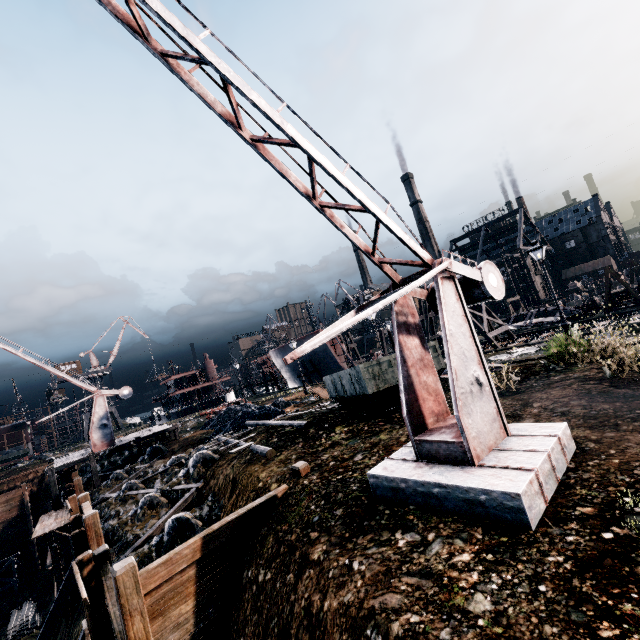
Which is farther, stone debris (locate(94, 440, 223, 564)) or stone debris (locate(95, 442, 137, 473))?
stone debris (locate(95, 442, 137, 473))

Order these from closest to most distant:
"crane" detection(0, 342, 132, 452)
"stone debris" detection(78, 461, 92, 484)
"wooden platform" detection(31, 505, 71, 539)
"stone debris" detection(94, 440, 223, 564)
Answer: "stone debris" detection(94, 440, 223, 564) → "wooden platform" detection(31, 505, 71, 539) → "crane" detection(0, 342, 132, 452) → "stone debris" detection(78, 461, 92, 484)

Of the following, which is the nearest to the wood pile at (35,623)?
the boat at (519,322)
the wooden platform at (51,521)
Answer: the wooden platform at (51,521)

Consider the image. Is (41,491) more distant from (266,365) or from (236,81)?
(236,81)

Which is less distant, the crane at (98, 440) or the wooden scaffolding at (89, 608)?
the wooden scaffolding at (89, 608)

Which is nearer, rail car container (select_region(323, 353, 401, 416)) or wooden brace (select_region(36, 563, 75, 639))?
rail car container (select_region(323, 353, 401, 416))

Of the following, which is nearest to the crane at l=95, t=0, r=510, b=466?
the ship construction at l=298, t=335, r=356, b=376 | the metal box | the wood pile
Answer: the metal box
